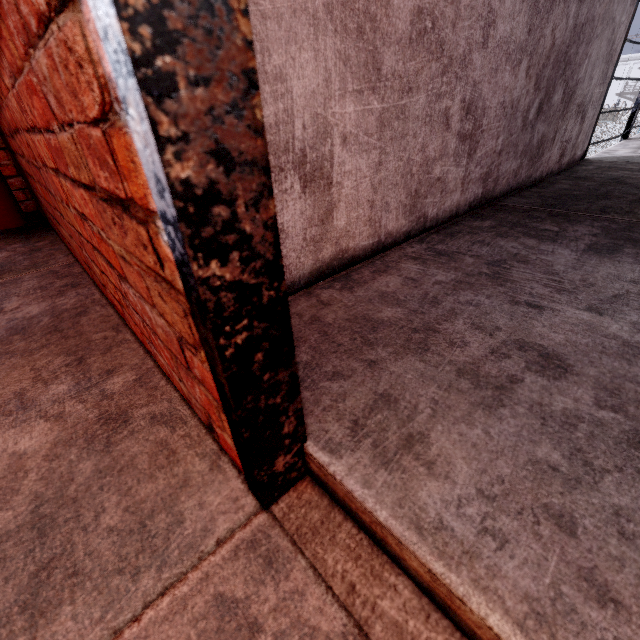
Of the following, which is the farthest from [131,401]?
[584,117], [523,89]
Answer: [584,117]

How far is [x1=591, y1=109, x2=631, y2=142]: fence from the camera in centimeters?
2191cm

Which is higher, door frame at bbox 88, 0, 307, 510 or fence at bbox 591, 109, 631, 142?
door frame at bbox 88, 0, 307, 510

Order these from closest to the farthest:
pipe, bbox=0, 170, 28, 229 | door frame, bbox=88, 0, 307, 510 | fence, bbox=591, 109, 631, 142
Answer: door frame, bbox=88, 0, 307, 510
pipe, bbox=0, 170, 28, 229
fence, bbox=591, 109, 631, 142

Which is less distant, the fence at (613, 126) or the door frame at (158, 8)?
the door frame at (158, 8)

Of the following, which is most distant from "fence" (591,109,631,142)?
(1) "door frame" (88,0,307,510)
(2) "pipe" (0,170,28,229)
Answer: (1) "door frame" (88,0,307,510)

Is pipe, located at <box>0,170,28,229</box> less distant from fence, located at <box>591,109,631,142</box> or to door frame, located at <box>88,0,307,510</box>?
door frame, located at <box>88,0,307,510</box>

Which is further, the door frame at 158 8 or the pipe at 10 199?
the pipe at 10 199
